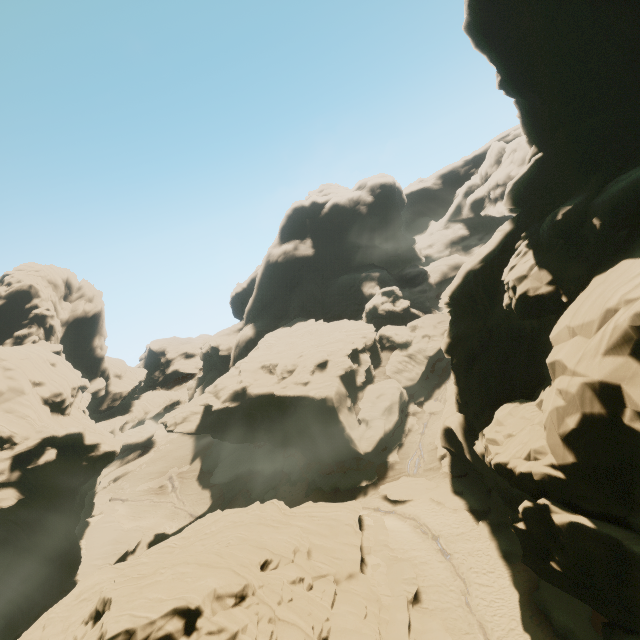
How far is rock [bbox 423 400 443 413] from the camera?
42.28m

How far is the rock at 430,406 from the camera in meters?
42.3

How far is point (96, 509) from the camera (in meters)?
57.72

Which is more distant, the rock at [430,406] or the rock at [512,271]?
the rock at [430,406]

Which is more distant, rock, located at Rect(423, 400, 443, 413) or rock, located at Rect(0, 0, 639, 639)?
rock, located at Rect(423, 400, 443, 413)
